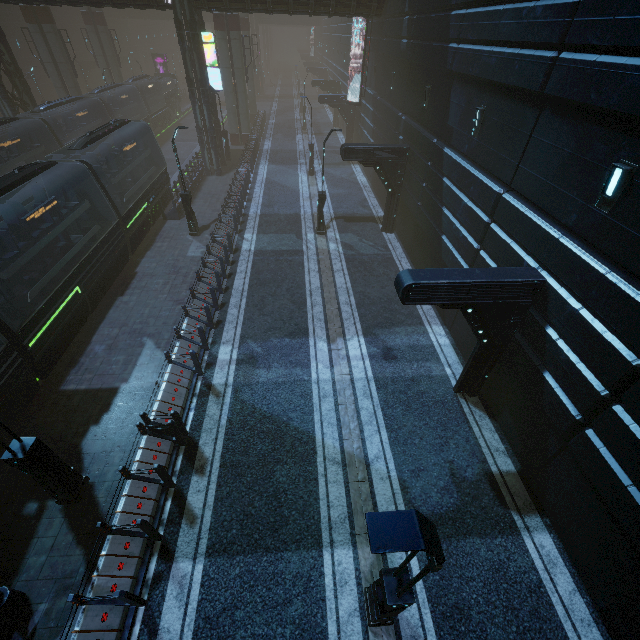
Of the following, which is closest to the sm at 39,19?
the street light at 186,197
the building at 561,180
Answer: the building at 561,180

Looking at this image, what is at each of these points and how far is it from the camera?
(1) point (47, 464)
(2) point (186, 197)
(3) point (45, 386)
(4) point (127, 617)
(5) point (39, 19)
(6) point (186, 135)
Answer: (1) street light, 7.3 meters
(2) street light, 17.6 meters
(3) train rail, 12.2 meters
(4) building, 6.6 meters
(5) sm, 26.8 meters
(6) train rail, 41.1 meters

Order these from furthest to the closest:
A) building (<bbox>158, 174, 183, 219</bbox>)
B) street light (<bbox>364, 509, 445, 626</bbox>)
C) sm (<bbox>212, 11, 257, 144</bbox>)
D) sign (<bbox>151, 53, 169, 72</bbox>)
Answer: sign (<bbox>151, 53, 169, 72</bbox>), sm (<bbox>212, 11, 257, 144</bbox>), building (<bbox>158, 174, 183, 219</bbox>), street light (<bbox>364, 509, 445, 626</bbox>)

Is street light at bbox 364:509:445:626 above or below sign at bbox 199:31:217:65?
below

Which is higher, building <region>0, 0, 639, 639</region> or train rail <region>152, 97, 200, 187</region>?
building <region>0, 0, 639, 639</region>

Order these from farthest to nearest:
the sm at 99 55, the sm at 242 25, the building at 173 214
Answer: the sm at 99 55, the sm at 242 25, the building at 173 214

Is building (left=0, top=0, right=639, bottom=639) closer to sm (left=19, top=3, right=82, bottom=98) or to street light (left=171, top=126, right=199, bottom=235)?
sm (left=19, top=3, right=82, bottom=98)

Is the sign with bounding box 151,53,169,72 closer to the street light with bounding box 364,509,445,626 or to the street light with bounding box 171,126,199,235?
the street light with bounding box 171,126,199,235
